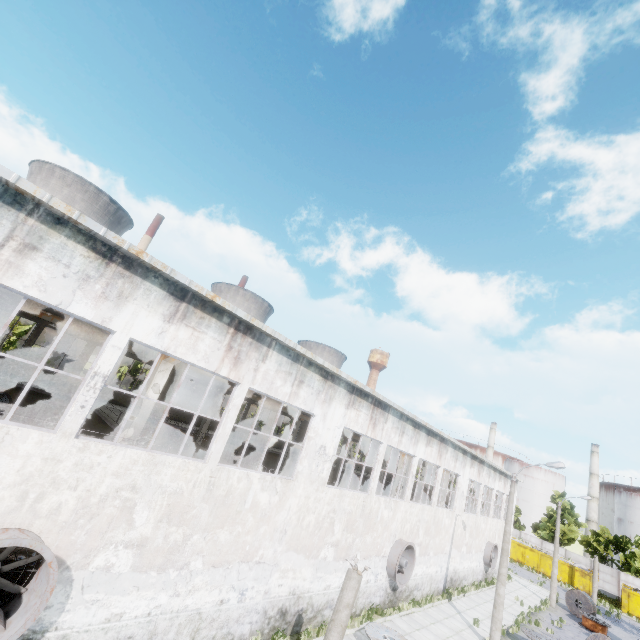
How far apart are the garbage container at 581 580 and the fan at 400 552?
39.6m

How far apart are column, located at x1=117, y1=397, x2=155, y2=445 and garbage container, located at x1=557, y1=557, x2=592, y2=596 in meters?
56.0 m

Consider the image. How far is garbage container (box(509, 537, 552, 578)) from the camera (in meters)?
42.81

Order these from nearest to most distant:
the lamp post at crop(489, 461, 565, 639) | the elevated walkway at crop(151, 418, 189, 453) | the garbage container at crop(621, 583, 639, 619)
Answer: the elevated walkway at crop(151, 418, 189, 453), the lamp post at crop(489, 461, 565, 639), the garbage container at crop(621, 583, 639, 619)

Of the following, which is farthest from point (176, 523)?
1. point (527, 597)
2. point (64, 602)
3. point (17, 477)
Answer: point (527, 597)

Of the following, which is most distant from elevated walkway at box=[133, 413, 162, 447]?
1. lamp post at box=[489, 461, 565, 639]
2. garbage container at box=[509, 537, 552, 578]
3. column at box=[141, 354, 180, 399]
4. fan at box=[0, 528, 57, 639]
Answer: garbage container at box=[509, 537, 552, 578]

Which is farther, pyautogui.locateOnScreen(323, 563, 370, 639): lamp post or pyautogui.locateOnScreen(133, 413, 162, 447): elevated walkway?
pyautogui.locateOnScreen(133, 413, 162, 447): elevated walkway

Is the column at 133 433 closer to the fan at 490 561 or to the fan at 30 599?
the fan at 30 599
